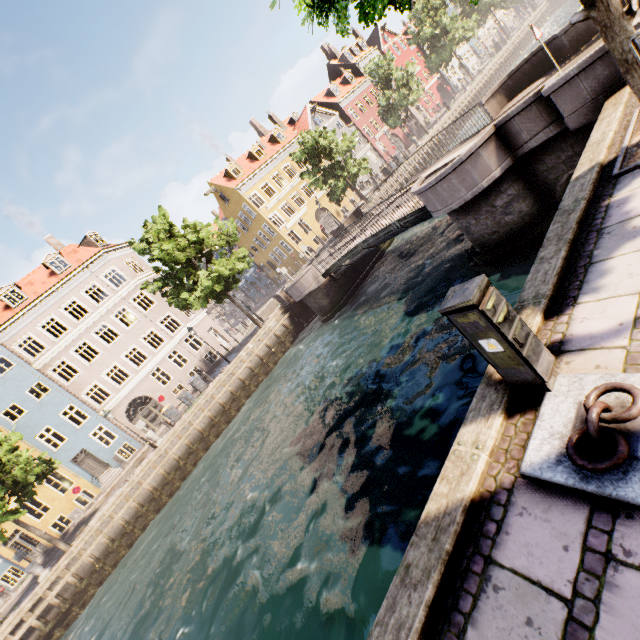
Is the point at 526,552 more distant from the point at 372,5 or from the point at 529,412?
the point at 372,5

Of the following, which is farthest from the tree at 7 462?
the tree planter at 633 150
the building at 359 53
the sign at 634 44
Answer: the building at 359 53

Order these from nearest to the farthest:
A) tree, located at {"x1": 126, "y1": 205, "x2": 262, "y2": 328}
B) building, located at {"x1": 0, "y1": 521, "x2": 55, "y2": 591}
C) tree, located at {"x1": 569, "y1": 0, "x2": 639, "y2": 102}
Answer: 1. tree, located at {"x1": 569, "y1": 0, "x2": 639, "y2": 102}
2. tree, located at {"x1": 126, "y1": 205, "x2": 262, "y2": 328}
3. building, located at {"x1": 0, "y1": 521, "x2": 55, "y2": 591}

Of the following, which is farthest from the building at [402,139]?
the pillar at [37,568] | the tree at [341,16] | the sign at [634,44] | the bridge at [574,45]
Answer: the sign at [634,44]

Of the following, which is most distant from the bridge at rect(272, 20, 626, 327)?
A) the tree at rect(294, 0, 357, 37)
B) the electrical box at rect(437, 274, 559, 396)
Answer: the electrical box at rect(437, 274, 559, 396)

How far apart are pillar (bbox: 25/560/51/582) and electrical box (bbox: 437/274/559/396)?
24.4 meters

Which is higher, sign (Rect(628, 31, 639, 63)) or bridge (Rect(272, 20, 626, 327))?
sign (Rect(628, 31, 639, 63))

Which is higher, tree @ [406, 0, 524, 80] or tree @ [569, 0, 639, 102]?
tree @ [406, 0, 524, 80]
